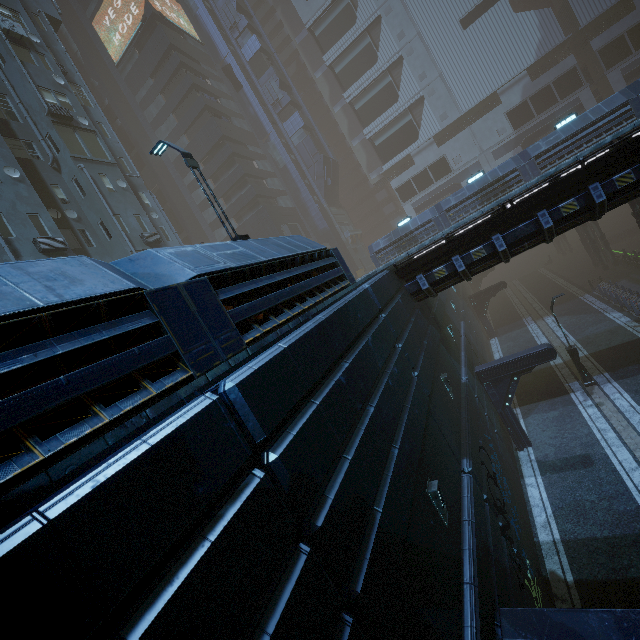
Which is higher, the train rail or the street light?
the street light

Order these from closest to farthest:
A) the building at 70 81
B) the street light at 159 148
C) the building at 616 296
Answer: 1. the building at 70 81
2. the street light at 159 148
3. the building at 616 296

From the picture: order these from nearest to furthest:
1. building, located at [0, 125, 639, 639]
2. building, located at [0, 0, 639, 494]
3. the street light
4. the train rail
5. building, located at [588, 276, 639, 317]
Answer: building, located at [0, 125, 639, 639] < building, located at [0, 0, 639, 494] < the street light < building, located at [588, 276, 639, 317] < the train rail

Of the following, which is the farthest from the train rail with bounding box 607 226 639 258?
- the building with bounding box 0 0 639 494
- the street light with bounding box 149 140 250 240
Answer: the street light with bounding box 149 140 250 240

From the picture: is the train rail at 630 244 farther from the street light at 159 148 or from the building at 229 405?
the street light at 159 148

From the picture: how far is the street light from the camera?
9.82m

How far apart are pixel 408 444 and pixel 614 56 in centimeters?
5370cm
